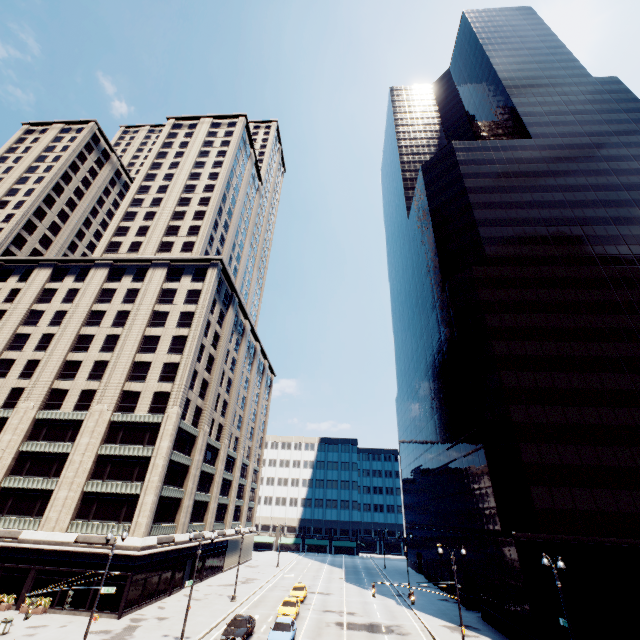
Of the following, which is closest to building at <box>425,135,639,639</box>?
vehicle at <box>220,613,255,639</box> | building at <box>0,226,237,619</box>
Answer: vehicle at <box>220,613,255,639</box>

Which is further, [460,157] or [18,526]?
[460,157]

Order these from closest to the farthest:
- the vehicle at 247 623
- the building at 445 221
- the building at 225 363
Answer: the vehicle at 247 623
the building at 445 221
the building at 225 363

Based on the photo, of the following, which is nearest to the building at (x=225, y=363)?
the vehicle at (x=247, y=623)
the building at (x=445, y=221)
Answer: the vehicle at (x=247, y=623)

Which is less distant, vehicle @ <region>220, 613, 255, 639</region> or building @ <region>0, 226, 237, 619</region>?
vehicle @ <region>220, 613, 255, 639</region>

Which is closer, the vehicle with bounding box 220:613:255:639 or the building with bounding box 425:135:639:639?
the vehicle with bounding box 220:613:255:639

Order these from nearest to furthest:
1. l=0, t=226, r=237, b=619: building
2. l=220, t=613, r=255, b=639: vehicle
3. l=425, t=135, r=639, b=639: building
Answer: l=220, t=613, r=255, b=639: vehicle
l=425, t=135, r=639, b=639: building
l=0, t=226, r=237, b=619: building
